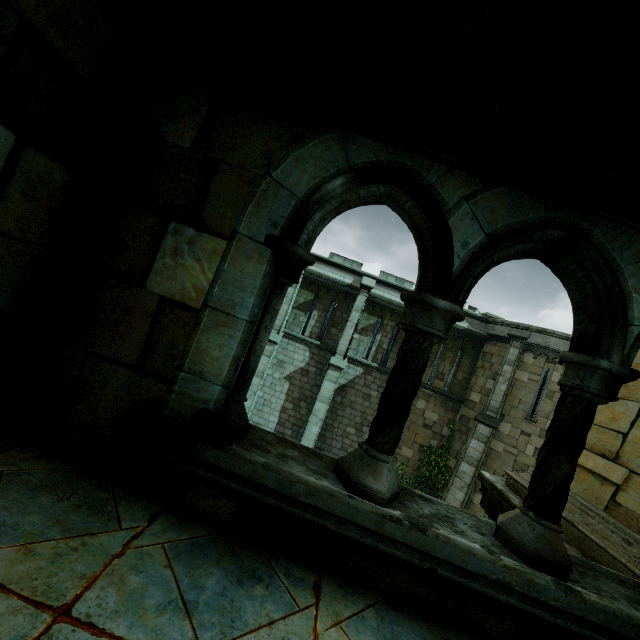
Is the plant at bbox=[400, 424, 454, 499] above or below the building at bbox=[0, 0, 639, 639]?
below

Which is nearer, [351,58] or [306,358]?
[351,58]

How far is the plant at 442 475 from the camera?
16.0 meters

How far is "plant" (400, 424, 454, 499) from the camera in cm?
1602

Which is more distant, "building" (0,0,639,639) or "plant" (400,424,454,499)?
"plant" (400,424,454,499)

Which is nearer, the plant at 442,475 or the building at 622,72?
the building at 622,72
